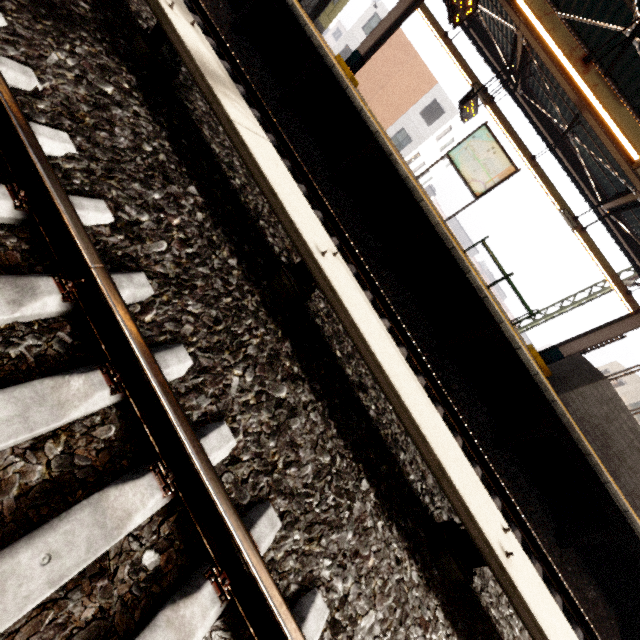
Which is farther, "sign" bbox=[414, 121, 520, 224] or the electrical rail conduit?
"sign" bbox=[414, 121, 520, 224]

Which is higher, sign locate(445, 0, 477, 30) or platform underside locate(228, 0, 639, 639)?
sign locate(445, 0, 477, 30)

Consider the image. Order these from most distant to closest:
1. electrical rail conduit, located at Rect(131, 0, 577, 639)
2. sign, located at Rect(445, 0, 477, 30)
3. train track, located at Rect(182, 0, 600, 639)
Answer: sign, located at Rect(445, 0, 477, 30) → train track, located at Rect(182, 0, 600, 639) → electrical rail conduit, located at Rect(131, 0, 577, 639)

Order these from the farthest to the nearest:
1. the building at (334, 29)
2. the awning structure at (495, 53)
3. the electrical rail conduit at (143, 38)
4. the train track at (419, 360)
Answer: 1. the building at (334, 29)
2. the awning structure at (495, 53)
3. the train track at (419, 360)
4. the electrical rail conduit at (143, 38)

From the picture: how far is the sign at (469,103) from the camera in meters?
9.7

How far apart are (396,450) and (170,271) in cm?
232

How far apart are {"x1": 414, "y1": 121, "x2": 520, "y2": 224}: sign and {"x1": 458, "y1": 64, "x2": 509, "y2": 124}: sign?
2.3 meters

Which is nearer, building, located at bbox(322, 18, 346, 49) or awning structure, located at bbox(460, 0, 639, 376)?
awning structure, located at bbox(460, 0, 639, 376)
